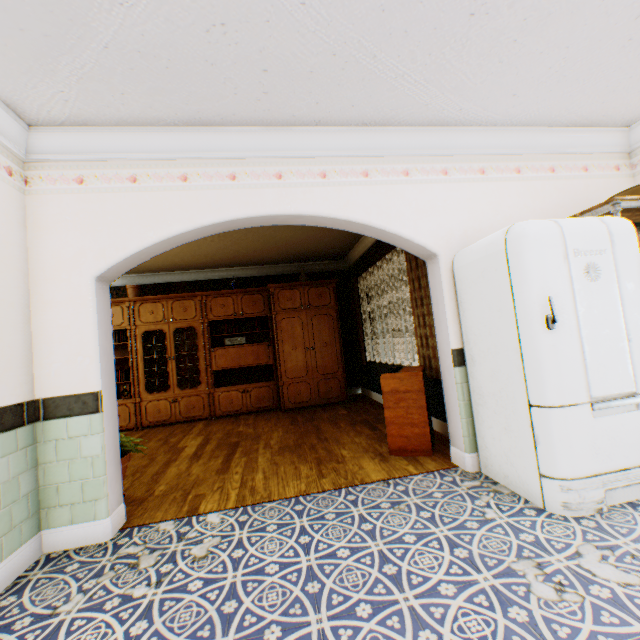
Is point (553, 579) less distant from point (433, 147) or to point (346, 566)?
point (346, 566)

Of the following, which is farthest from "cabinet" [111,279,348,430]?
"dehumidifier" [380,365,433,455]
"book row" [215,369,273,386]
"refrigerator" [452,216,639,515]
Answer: "refrigerator" [452,216,639,515]

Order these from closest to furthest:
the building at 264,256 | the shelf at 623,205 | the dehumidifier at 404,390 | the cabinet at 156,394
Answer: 1. the building at 264,256
2. the shelf at 623,205
3. the dehumidifier at 404,390
4. the cabinet at 156,394

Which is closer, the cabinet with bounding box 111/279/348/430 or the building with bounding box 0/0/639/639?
the building with bounding box 0/0/639/639

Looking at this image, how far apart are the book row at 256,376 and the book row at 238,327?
0.8 meters

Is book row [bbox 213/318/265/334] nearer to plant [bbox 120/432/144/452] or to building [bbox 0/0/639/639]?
building [bbox 0/0/639/639]

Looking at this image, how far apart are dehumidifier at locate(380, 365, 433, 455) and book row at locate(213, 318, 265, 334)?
3.5 meters

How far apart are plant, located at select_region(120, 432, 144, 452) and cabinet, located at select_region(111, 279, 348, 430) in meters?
2.9 m
